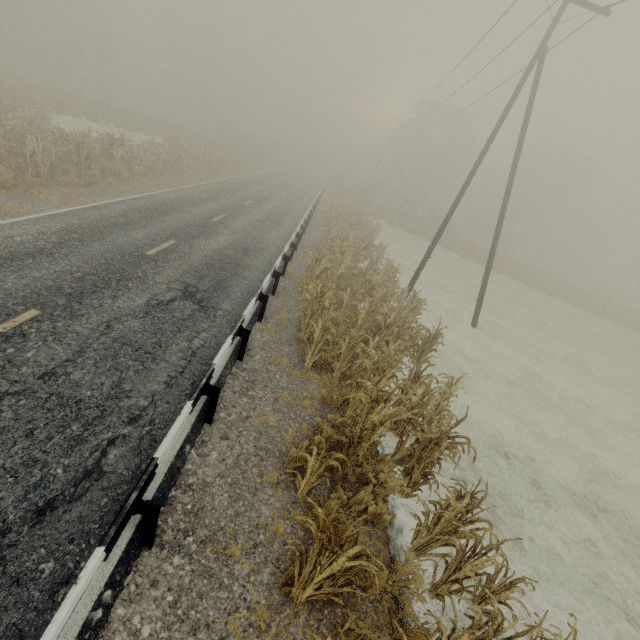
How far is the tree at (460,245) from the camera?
36.3m

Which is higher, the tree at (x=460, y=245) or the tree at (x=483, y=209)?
the tree at (x=483, y=209)

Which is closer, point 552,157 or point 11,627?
point 11,627

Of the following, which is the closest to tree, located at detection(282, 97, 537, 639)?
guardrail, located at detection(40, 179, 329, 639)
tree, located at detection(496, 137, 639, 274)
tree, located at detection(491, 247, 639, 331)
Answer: tree, located at detection(491, 247, 639, 331)

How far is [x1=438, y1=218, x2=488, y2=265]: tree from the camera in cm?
3631

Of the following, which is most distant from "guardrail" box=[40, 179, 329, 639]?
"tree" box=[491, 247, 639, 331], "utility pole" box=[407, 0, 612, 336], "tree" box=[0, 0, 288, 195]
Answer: "tree" box=[491, 247, 639, 331]

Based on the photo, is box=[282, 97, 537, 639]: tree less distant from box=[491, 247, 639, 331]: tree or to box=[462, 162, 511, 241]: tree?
box=[491, 247, 639, 331]: tree

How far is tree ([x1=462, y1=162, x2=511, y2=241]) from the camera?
49.91m
